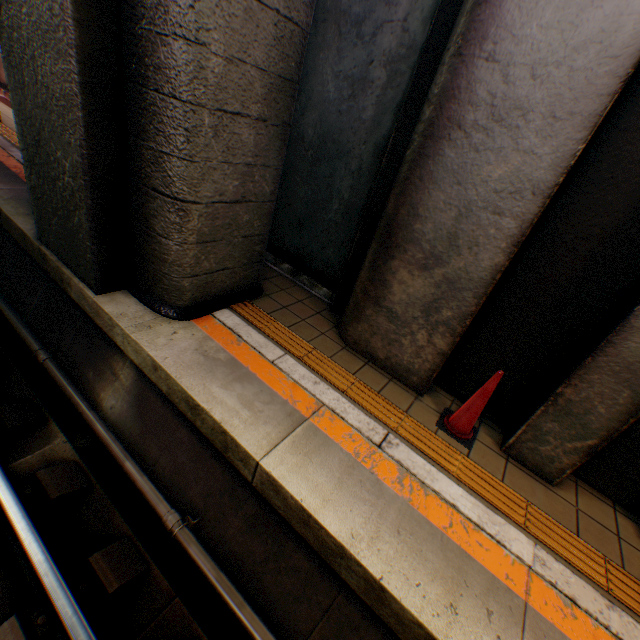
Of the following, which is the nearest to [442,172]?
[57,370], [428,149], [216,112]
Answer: [428,149]

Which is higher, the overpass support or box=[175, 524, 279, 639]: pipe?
the overpass support

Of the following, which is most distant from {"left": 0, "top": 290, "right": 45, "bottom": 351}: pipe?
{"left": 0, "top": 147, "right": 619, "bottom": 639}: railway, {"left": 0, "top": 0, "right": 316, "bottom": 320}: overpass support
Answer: {"left": 0, "top": 0, "right": 316, "bottom": 320}: overpass support

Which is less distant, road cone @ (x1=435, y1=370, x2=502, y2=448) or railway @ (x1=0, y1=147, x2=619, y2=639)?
railway @ (x1=0, y1=147, x2=619, y2=639)

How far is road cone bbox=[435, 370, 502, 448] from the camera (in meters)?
3.08

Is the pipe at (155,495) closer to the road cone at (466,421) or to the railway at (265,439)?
the railway at (265,439)

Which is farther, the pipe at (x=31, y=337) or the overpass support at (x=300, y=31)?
the pipe at (x=31, y=337)

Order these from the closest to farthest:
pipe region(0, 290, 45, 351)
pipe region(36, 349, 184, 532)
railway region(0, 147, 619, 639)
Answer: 1. railway region(0, 147, 619, 639)
2. pipe region(36, 349, 184, 532)
3. pipe region(0, 290, 45, 351)
